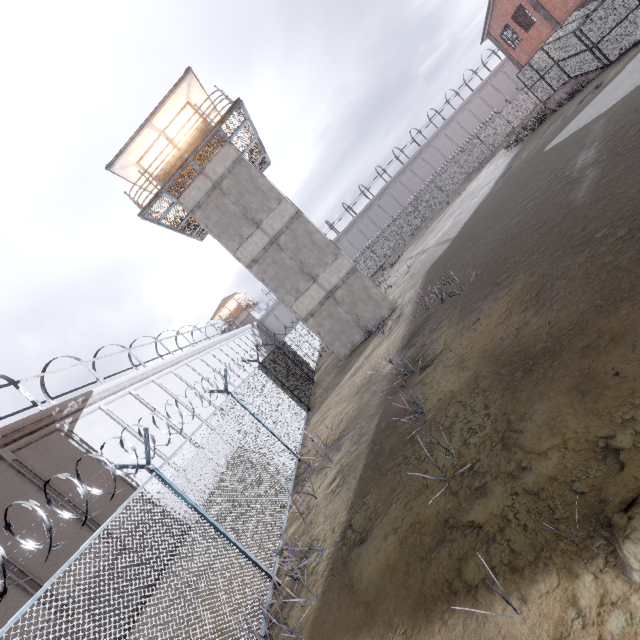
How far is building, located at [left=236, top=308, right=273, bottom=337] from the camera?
53.94m

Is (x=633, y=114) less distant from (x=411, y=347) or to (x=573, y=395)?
(x=411, y=347)

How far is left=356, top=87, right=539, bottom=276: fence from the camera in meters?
41.7

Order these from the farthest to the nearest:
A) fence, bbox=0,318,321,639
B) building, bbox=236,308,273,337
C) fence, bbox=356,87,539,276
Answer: building, bbox=236,308,273,337 < fence, bbox=356,87,539,276 < fence, bbox=0,318,321,639

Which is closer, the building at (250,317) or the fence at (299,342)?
the fence at (299,342)

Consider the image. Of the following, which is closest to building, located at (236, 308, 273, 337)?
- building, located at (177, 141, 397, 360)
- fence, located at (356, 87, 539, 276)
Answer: fence, located at (356, 87, 539, 276)

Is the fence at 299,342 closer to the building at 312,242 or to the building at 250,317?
the building at 312,242

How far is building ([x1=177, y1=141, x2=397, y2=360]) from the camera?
16.22m
